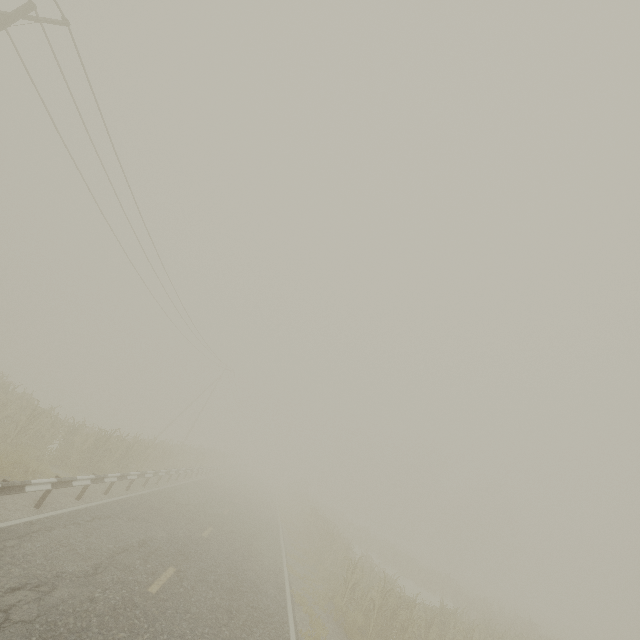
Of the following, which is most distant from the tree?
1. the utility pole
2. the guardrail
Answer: the utility pole

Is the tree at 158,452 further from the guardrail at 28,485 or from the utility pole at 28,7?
the utility pole at 28,7

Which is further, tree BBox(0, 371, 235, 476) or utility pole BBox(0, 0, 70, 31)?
tree BBox(0, 371, 235, 476)

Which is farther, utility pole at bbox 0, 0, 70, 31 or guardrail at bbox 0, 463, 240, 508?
utility pole at bbox 0, 0, 70, 31

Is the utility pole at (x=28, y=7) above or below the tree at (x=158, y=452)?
above

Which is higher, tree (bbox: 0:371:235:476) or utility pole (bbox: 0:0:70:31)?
utility pole (bbox: 0:0:70:31)

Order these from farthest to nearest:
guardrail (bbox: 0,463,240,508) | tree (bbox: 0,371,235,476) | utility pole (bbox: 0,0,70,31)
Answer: tree (bbox: 0,371,235,476), utility pole (bbox: 0,0,70,31), guardrail (bbox: 0,463,240,508)

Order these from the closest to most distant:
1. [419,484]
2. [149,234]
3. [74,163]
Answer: [74,163] < [149,234] < [419,484]
